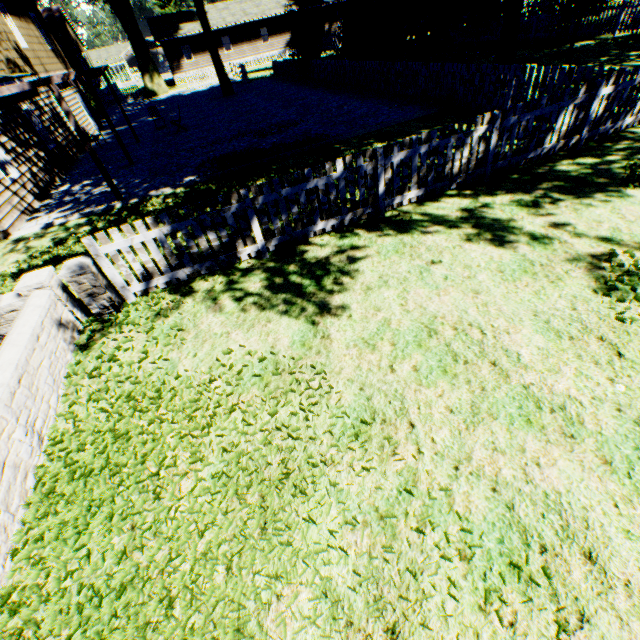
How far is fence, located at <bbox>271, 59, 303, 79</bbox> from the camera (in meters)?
24.44

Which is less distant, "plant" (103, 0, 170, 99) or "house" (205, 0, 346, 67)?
"plant" (103, 0, 170, 99)

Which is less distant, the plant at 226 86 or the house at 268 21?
the plant at 226 86

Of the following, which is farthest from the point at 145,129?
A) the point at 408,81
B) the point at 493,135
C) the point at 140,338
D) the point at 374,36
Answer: the point at 374,36

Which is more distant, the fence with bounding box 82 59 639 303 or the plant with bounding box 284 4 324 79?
the plant with bounding box 284 4 324 79

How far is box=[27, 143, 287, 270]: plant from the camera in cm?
788

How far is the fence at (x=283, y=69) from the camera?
24.4 meters

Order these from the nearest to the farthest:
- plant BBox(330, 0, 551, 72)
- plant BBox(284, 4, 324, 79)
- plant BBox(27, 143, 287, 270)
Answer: plant BBox(27, 143, 287, 270), plant BBox(330, 0, 551, 72), plant BBox(284, 4, 324, 79)
